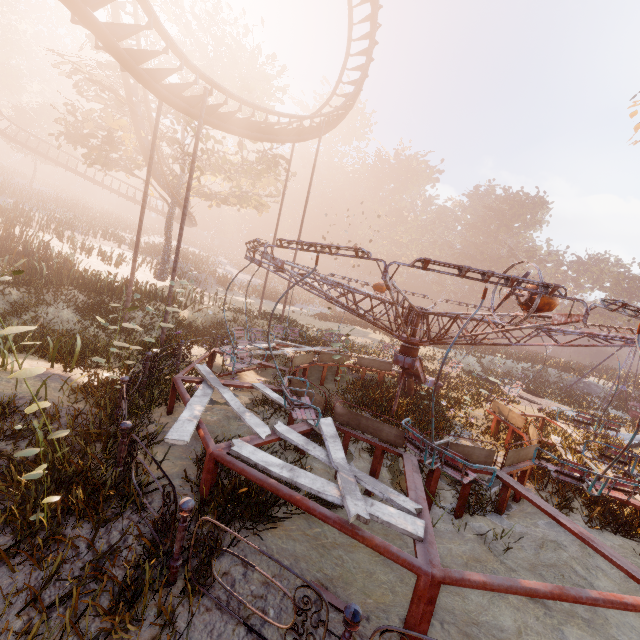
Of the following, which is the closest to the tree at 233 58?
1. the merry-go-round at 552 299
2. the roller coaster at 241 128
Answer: the roller coaster at 241 128

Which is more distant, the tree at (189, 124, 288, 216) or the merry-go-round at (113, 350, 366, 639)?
the tree at (189, 124, 288, 216)

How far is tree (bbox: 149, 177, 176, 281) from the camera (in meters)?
25.22

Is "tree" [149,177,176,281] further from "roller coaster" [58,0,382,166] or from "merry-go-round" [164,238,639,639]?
"merry-go-round" [164,238,639,639]

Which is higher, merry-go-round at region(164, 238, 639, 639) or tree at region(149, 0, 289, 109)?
tree at region(149, 0, 289, 109)

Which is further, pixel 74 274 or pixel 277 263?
pixel 74 274

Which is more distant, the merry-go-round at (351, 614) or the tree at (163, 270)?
the tree at (163, 270)

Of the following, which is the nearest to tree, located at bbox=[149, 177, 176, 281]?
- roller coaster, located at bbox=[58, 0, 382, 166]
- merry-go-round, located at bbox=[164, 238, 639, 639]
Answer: roller coaster, located at bbox=[58, 0, 382, 166]
